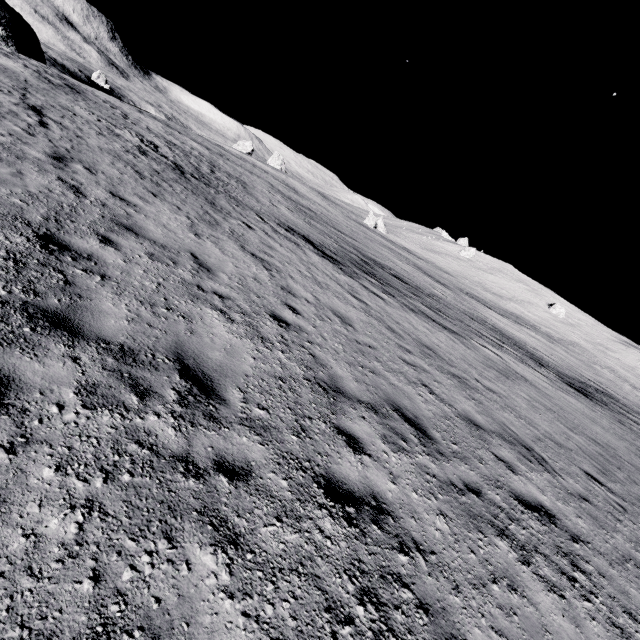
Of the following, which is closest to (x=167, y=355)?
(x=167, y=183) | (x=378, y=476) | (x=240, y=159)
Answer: (x=378, y=476)
